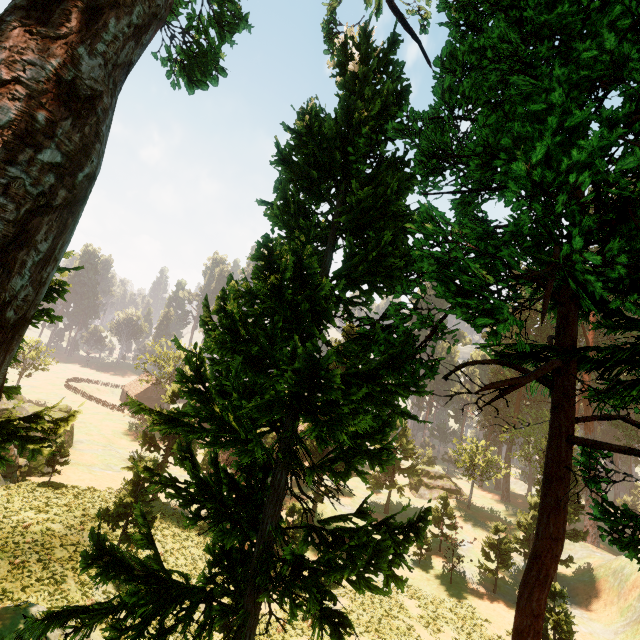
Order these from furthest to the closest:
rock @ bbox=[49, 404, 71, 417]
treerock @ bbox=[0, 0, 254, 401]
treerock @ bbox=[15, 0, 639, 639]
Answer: rock @ bbox=[49, 404, 71, 417] → treerock @ bbox=[15, 0, 639, 639] → treerock @ bbox=[0, 0, 254, 401]

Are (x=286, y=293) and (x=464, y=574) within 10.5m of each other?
no

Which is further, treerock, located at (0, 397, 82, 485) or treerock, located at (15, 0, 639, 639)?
treerock, located at (0, 397, 82, 485)

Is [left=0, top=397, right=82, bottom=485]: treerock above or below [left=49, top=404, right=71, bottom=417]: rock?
above

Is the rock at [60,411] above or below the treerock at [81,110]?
below

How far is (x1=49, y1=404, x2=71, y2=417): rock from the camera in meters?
35.6
